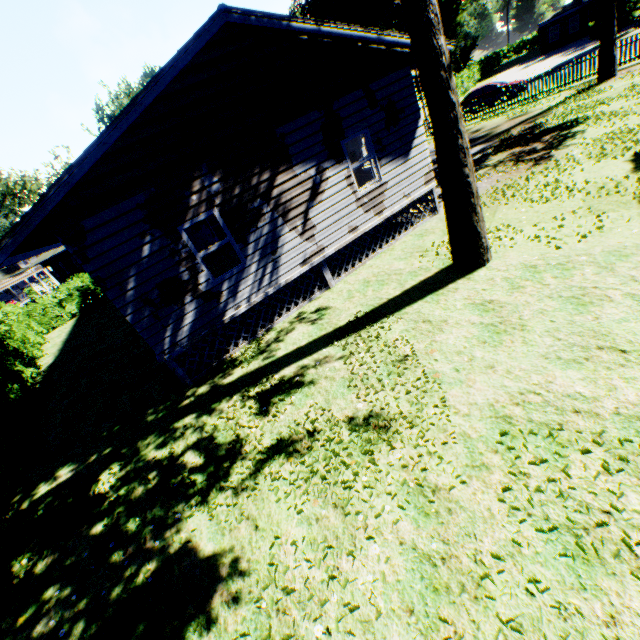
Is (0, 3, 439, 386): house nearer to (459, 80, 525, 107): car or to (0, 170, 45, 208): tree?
(459, 80, 525, 107): car

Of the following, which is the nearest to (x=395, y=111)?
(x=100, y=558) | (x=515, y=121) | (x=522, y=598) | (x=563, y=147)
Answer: (x=563, y=147)

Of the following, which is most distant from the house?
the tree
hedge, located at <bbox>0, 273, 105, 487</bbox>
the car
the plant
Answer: the tree

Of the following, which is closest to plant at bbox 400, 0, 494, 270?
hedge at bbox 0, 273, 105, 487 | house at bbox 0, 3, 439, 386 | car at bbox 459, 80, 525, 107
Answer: hedge at bbox 0, 273, 105, 487

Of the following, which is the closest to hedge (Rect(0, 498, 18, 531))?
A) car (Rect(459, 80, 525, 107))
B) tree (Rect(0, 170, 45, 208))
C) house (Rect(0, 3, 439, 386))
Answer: house (Rect(0, 3, 439, 386))

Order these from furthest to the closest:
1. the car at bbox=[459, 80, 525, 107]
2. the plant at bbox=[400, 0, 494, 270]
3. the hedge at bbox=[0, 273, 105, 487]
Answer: the car at bbox=[459, 80, 525, 107] → the hedge at bbox=[0, 273, 105, 487] → the plant at bbox=[400, 0, 494, 270]

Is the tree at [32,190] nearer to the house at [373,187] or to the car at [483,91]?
the house at [373,187]

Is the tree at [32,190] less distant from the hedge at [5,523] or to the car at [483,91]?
the hedge at [5,523]
